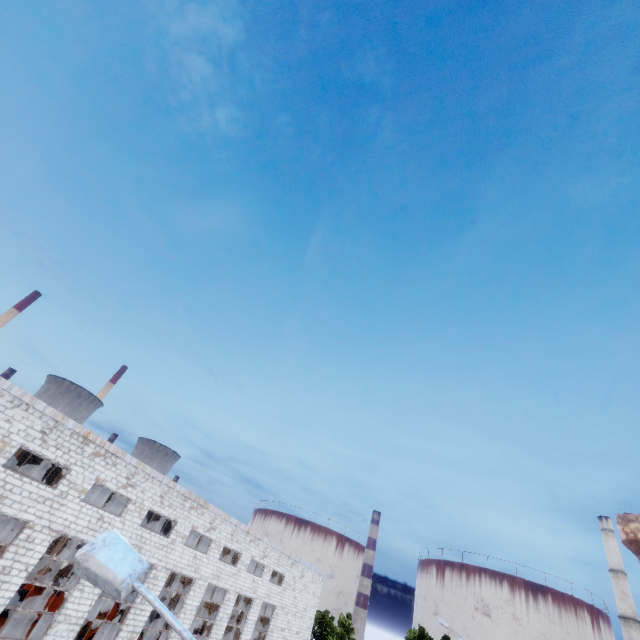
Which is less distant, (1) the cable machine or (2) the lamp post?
(2) the lamp post

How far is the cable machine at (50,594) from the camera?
25.8 meters

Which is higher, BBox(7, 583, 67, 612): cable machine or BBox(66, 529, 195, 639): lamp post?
BBox(66, 529, 195, 639): lamp post

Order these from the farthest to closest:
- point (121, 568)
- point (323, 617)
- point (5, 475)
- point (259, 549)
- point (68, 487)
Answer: point (323, 617) → point (259, 549) → point (68, 487) → point (5, 475) → point (121, 568)

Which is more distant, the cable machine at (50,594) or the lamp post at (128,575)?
the cable machine at (50,594)

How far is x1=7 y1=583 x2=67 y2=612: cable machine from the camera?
25.81m
